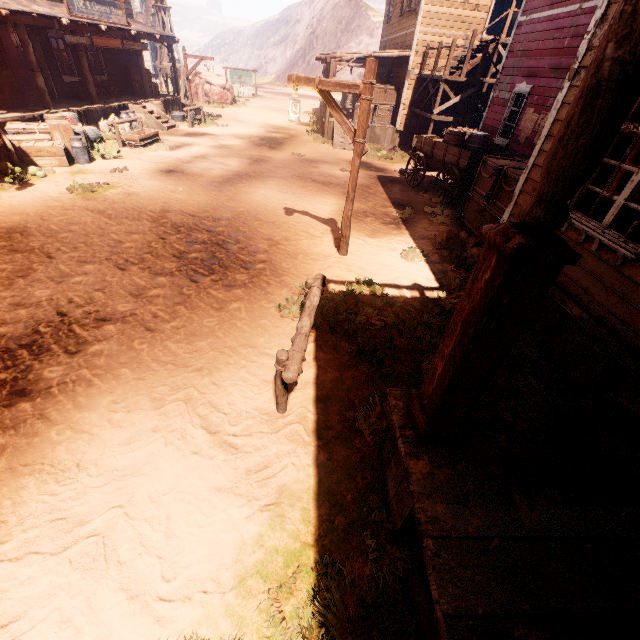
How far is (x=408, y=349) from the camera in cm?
483

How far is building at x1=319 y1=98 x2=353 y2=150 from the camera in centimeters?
1634cm

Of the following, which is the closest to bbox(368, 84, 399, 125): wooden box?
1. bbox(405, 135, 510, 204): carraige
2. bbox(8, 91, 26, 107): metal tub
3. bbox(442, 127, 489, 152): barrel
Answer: bbox(405, 135, 510, 204): carraige

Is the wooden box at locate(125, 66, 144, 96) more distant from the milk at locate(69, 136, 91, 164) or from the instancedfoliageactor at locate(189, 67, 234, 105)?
the milk at locate(69, 136, 91, 164)

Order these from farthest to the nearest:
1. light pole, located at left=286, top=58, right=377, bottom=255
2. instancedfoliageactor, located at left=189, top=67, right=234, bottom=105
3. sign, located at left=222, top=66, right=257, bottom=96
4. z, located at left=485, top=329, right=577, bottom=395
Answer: sign, located at left=222, top=66, right=257, bottom=96 → instancedfoliageactor, located at left=189, top=67, right=234, bottom=105 → light pole, located at left=286, top=58, right=377, bottom=255 → z, located at left=485, top=329, right=577, bottom=395

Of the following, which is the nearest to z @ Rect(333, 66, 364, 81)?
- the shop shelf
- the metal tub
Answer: the metal tub

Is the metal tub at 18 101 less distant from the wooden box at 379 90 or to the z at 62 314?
the z at 62 314

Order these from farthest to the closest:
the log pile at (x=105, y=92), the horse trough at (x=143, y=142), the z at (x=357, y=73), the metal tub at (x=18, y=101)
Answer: the z at (x=357, y=73) < the log pile at (x=105, y=92) < the horse trough at (x=143, y=142) < the metal tub at (x=18, y=101)
